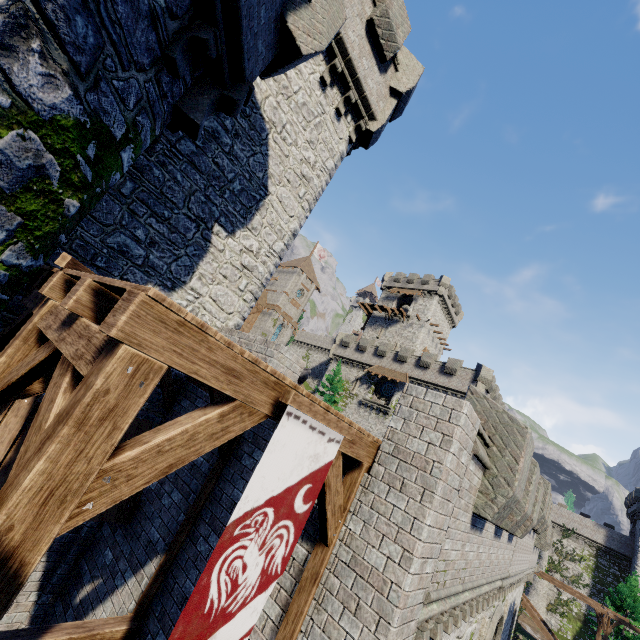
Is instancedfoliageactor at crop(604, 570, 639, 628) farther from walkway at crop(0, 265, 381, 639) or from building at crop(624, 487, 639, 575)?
walkway at crop(0, 265, 381, 639)

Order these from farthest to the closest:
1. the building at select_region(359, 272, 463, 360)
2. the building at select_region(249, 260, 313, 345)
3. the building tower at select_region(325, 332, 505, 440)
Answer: the building at select_region(249, 260, 313, 345) < the building at select_region(359, 272, 463, 360) < the building tower at select_region(325, 332, 505, 440)

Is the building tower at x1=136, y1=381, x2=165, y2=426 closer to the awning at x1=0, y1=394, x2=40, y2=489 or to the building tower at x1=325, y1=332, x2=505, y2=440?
the awning at x1=0, y1=394, x2=40, y2=489

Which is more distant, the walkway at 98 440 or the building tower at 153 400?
the building tower at 153 400

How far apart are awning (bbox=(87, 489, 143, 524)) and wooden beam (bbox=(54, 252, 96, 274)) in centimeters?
217cm

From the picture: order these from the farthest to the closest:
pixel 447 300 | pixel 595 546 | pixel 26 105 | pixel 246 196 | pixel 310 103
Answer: pixel 447 300 → pixel 595 546 → pixel 310 103 → pixel 246 196 → pixel 26 105

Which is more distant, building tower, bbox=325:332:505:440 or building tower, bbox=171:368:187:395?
building tower, bbox=325:332:505:440
